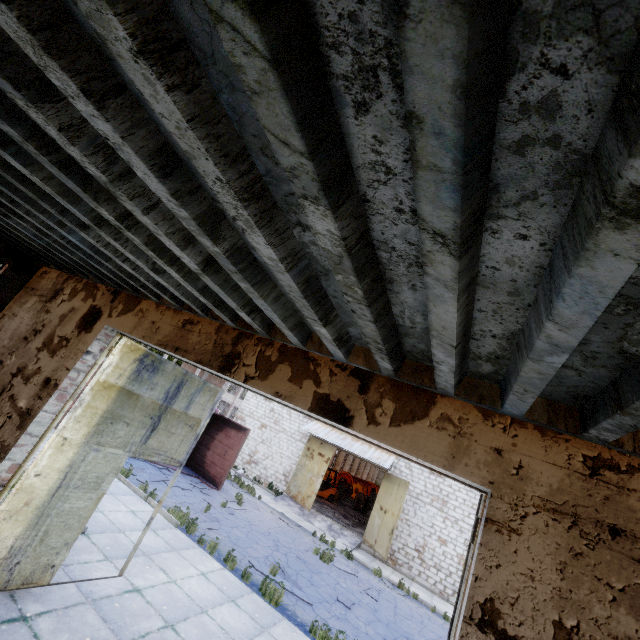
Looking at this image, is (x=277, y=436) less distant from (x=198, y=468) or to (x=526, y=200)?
(x=198, y=468)

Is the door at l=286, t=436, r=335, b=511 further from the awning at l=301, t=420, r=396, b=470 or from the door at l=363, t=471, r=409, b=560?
the door at l=363, t=471, r=409, b=560

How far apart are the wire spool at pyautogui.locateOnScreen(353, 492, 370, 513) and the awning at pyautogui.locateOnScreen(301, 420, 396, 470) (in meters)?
11.12

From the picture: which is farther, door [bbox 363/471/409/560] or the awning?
the awning

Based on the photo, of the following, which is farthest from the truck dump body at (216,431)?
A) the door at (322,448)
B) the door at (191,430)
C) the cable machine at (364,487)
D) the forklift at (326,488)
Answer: the cable machine at (364,487)

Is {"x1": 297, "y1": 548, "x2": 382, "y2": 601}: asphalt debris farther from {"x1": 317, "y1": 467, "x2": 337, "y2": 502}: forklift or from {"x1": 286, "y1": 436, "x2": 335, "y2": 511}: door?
{"x1": 317, "y1": 467, "x2": 337, "y2": 502}: forklift

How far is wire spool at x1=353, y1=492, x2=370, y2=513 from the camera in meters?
28.8

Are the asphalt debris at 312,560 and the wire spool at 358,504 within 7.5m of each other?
no
